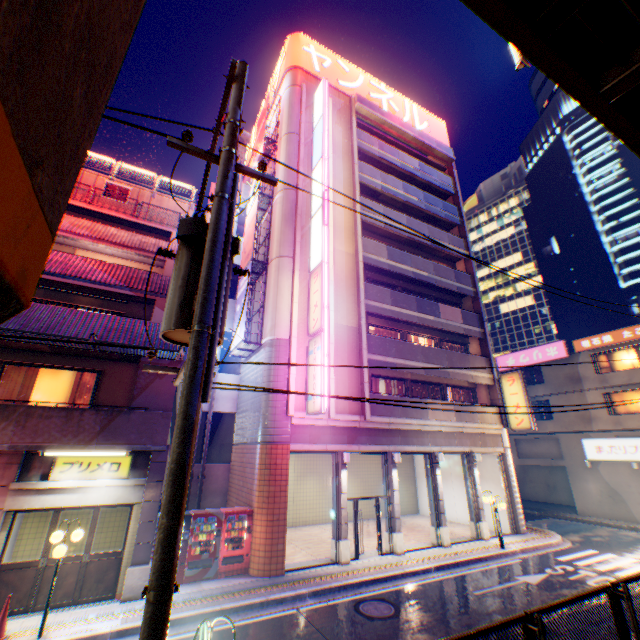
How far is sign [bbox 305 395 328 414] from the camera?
12.85m

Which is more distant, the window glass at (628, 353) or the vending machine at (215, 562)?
the window glass at (628, 353)

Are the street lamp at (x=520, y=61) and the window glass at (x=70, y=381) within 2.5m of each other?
no

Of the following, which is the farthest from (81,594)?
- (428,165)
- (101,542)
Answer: (428,165)

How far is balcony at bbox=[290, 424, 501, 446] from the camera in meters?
14.0 m

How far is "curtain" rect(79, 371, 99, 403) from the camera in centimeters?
1134cm

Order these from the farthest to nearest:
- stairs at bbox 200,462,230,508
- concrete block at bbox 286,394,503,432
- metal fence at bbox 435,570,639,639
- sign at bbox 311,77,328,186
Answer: sign at bbox 311,77,328,186 < stairs at bbox 200,462,230,508 < concrete block at bbox 286,394,503,432 < metal fence at bbox 435,570,639,639

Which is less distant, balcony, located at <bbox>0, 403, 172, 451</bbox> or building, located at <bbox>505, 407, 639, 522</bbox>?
balcony, located at <bbox>0, 403, 172, 451</bbox>
